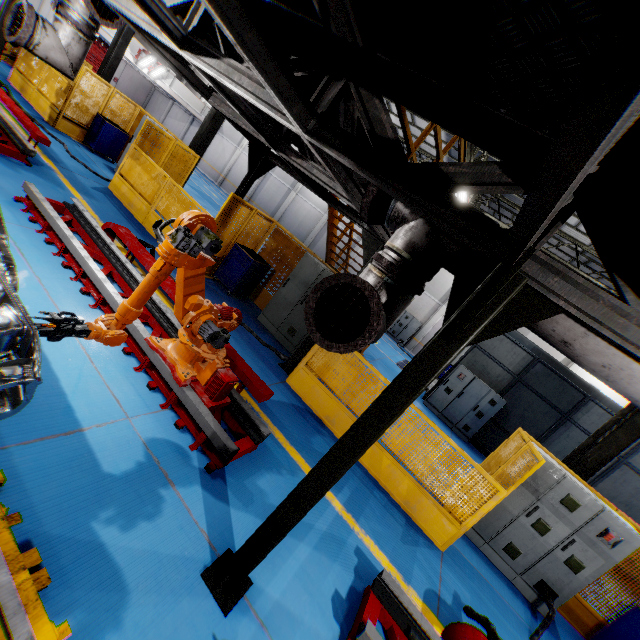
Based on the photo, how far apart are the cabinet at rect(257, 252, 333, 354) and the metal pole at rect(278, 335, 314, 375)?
0.6m

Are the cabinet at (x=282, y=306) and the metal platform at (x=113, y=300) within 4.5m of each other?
yes

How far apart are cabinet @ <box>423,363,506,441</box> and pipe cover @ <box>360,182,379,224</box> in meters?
11.0 m

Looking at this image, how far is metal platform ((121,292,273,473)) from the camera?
3.7 meters

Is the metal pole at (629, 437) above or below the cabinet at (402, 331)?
above

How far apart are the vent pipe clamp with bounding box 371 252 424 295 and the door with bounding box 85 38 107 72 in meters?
43.1 m

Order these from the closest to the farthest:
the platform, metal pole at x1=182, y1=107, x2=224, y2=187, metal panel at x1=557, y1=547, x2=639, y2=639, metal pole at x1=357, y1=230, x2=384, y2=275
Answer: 1. the platform
2. metal panel at x1=557, y1=547, x2=639, y2=639
3. metal pole at x1=357, y1=230, x2=384, y2=275
4. metal pole at x1=182, y1=107, x2=224, y2=187

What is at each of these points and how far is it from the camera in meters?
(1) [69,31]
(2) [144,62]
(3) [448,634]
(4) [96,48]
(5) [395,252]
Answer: (1) vent pipe, 4.8
(2) light, 24.1
(3) metal platform, 3.5
(4) door, 30.9
(5) vent pipe, 2.6
